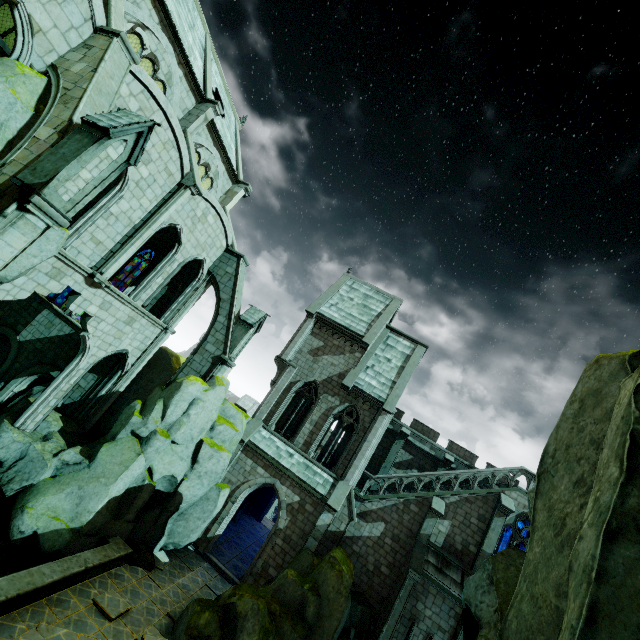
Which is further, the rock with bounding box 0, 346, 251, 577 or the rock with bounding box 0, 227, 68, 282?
the rock with bounding box 0, 346, 251, 577

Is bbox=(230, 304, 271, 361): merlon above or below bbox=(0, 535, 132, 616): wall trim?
above

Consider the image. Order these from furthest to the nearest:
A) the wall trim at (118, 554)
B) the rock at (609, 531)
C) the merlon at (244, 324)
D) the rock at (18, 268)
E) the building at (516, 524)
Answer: the merlon at (244, 324), the building at (516, 524), the rock at (18, 268), the wall trim at (118, 554), the rock at (609, 531)

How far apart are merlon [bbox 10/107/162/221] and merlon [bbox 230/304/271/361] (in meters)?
10.90

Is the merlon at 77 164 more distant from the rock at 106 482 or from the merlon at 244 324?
the merlon at 244 324

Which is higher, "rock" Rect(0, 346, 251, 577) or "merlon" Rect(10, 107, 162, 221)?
"merlon" Rect(10, 107, 162, 221)

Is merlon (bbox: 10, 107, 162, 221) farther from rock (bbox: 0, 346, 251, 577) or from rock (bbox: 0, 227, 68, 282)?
rock (bbox: 0, 346, 251, 577)

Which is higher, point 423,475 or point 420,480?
point 423,475
